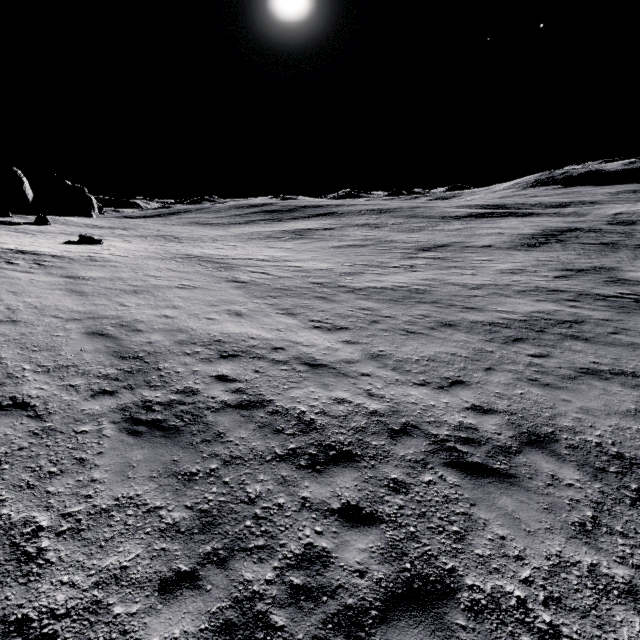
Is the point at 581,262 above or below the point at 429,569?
below
